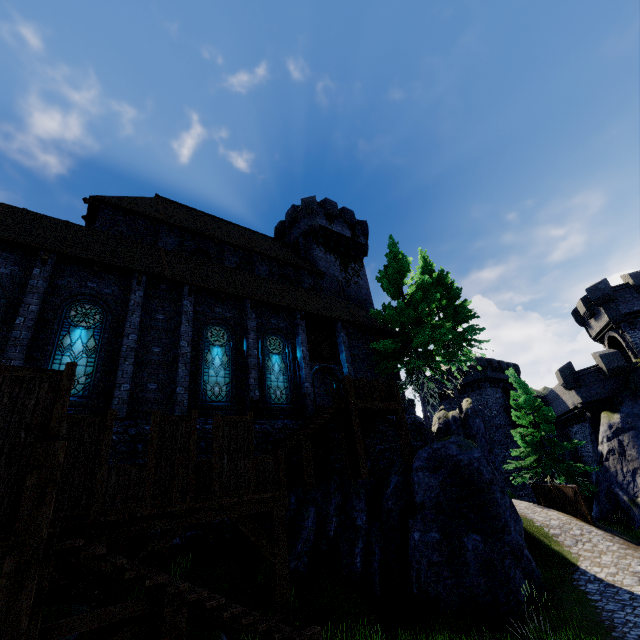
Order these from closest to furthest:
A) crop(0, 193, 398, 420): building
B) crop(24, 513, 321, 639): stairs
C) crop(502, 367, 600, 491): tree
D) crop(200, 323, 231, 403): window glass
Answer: crop(24, 513, 321, 639): stairs, crop(0, 193, 398, 420): building, crop(200, 323, 231, 403): window glass, crop(502, 367, 600, 491): tree

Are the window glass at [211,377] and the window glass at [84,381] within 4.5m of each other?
yes

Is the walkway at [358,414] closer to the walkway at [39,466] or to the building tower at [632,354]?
the walkway at [39,466]

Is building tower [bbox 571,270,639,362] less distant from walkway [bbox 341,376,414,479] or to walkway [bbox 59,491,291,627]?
walkway [bbox 341,376,414,479]

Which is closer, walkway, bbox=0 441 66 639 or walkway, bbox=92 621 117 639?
walkway, bbox=0 441 66 639

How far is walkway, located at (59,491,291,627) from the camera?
6.6 meters

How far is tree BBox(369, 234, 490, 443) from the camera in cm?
1708

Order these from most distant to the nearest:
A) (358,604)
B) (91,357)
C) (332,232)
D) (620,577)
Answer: (332,232), (620,577), (91,357), (358,604)
